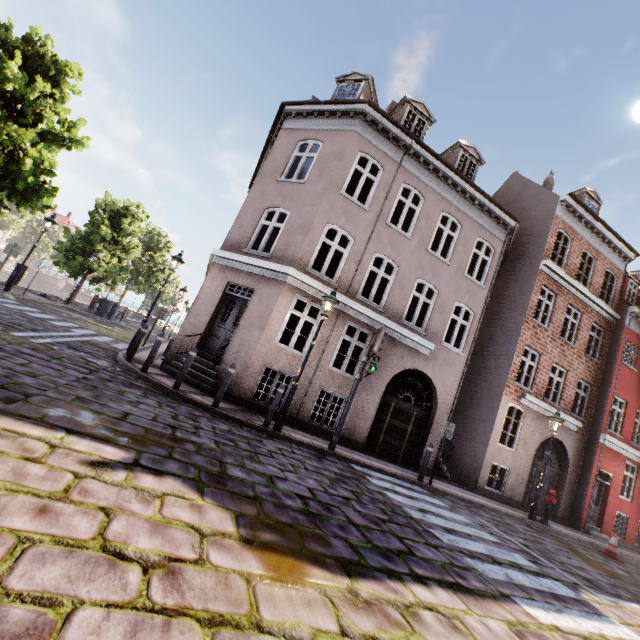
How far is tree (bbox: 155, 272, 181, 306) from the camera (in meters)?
48.88

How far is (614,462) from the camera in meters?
15.2 m

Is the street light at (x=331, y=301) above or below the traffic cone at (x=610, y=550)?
above

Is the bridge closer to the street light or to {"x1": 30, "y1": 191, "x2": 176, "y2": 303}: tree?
{"x1": 30, "y1": 191, "x2": 176, "y2": 303}: tree

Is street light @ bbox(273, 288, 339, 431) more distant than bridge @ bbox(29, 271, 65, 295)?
No

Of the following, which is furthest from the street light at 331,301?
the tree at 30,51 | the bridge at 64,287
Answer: the bridge at 64,287

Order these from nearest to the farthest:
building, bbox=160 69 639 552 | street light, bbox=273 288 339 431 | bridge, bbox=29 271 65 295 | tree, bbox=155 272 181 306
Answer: street light, bbox=273 288 339 431, building, bbox=160 69 639 552, tree, bbox=155 272 181 306, bridge, bbox=29 271 65 295

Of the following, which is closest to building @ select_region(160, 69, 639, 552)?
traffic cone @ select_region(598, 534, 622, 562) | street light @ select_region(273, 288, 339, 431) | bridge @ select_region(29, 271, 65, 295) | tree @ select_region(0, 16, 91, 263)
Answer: street light @ select_region(273, 288, 339, 431)
